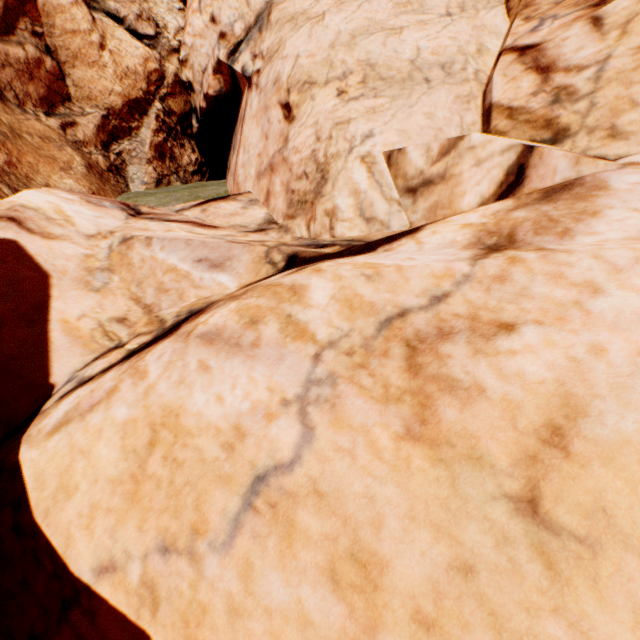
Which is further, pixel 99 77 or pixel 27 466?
pixel 99 77
